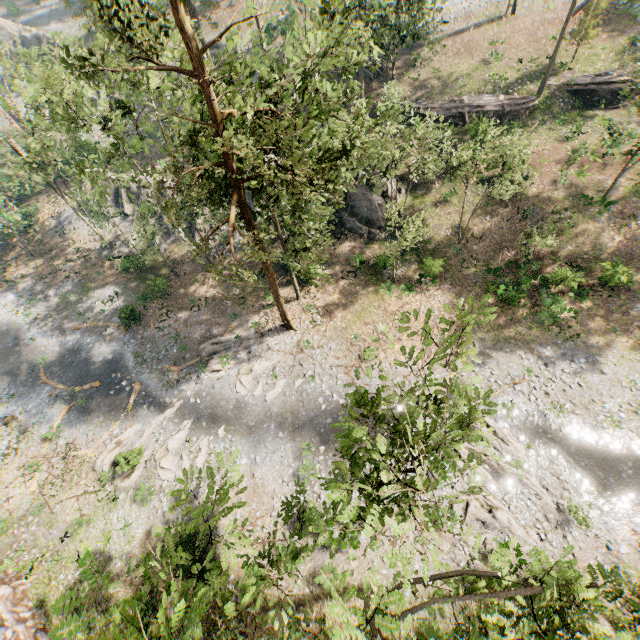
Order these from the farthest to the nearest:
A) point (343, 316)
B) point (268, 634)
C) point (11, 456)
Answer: point (343, 316), point (11, 456), point (268, 634)

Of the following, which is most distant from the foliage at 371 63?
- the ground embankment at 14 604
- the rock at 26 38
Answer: the rock at 26 38

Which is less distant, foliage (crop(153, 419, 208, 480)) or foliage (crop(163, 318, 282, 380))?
foliage (crop(153, 419, 208, 480))

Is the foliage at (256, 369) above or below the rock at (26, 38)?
below

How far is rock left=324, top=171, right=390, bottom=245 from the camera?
28.1 meters

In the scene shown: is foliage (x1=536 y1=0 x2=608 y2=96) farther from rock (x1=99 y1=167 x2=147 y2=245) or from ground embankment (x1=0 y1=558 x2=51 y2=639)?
rock (x1=99 y1=167 x2=147 y2=245)

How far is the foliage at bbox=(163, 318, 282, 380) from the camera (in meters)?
26.12

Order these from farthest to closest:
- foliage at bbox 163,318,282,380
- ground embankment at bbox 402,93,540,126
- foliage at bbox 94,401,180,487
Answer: ground embankment at bbox 402,93,540,126
foliage at bbox 163,318,282,380
foliage at bbox 94,401,180,487
